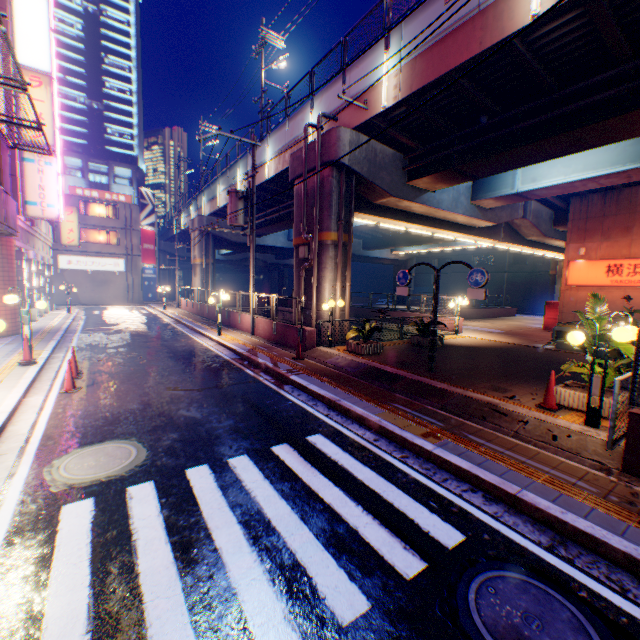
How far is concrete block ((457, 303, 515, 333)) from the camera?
28.4m

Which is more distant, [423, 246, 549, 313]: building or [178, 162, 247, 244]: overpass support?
[423, 246, 549, 313]: building

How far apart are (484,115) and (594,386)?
11.0 meters

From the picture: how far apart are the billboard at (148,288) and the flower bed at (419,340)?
36.4m

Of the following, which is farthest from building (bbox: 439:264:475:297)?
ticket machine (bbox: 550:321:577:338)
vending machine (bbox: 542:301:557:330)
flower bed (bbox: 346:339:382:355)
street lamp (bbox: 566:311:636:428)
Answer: street lamp (bbox: 566:311:636:428)

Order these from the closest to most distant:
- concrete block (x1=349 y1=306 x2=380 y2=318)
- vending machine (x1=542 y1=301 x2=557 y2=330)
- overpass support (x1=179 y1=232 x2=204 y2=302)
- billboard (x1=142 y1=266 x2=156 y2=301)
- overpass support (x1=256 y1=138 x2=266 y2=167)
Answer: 1. overpass support (x1=256 y1=138 x2=266 y2=167)
2. vending machine (x1=542 y1=301 x2=557 y2=330)
3. concrete block (x1=349 y1=306 x2=380 y2=318)
4. overpass support (x1=179 y1=232 x2=204 y2=302)
5. billboard (x1=142 y1=266 x2=156 y2=301)

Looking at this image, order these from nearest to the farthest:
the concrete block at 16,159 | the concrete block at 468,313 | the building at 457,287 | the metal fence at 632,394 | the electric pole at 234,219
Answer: the metal fence at 632,394, the concrete block at 16,159, the electric pole at 234,219, the concrete block at 468,313, the building at 457,287

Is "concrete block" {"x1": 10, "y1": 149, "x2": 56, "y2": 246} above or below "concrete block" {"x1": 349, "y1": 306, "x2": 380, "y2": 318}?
above
